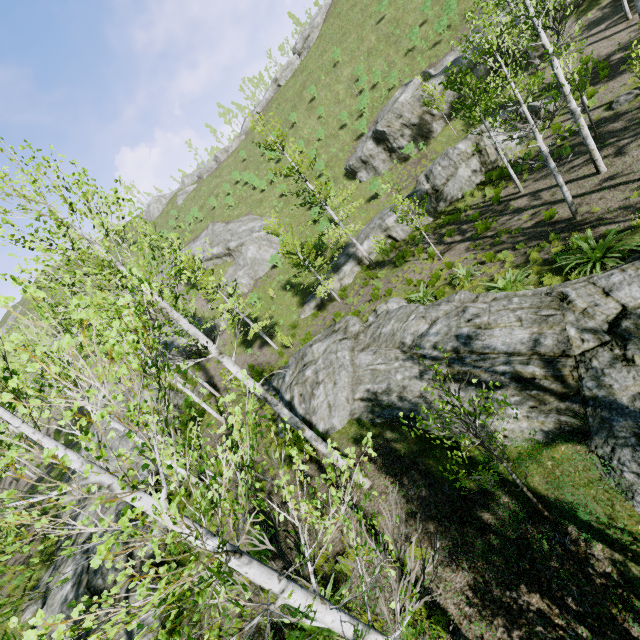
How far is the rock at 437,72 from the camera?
23.78m

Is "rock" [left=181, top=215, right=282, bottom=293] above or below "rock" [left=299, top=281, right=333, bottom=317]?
above

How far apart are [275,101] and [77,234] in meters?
55.0

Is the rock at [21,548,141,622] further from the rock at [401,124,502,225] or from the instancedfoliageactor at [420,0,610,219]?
the rock at [401,124,502,225]

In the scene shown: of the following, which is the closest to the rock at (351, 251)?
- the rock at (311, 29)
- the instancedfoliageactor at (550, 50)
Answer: the instancedfoliageactor at (550, 50)

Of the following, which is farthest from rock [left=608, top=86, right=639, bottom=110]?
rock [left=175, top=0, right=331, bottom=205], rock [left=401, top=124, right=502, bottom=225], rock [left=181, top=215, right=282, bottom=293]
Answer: rock [left=175, top=0, right=331, bottom=205]

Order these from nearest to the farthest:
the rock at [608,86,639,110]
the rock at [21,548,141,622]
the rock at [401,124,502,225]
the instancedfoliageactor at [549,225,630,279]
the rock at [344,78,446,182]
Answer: the instancedfoliageactor at [549,225,630,279] → the rock at [21,548,141,622] → the rock at [608,86,639,110] → the rock at [401,124,502,225] → the rock at [344,78,446,182]

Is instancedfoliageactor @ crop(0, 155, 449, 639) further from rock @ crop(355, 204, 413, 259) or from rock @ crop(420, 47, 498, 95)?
rock @ crop(420, 47, 498, 95)
